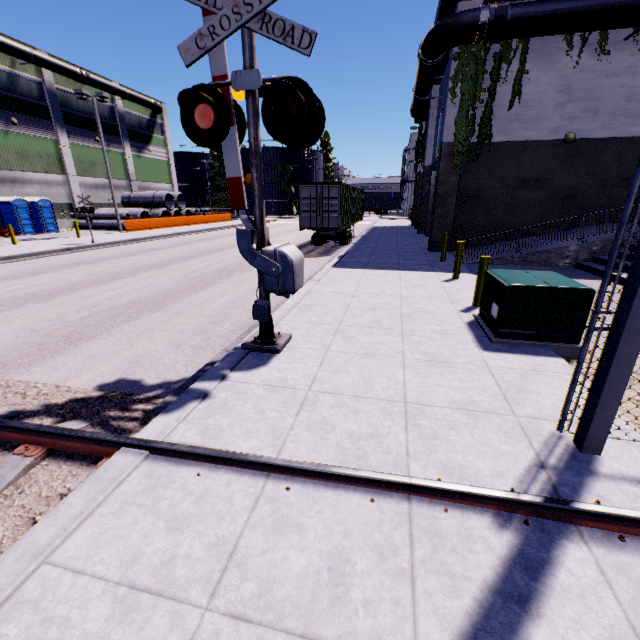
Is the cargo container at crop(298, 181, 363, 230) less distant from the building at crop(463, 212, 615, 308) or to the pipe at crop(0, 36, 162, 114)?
the building at crop(463, 212, 615, 308)

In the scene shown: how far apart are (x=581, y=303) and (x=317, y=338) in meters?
4.4

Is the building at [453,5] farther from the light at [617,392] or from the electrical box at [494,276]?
the light at [617,392]

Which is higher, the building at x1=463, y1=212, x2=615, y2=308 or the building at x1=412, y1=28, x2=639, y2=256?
the building at x1=412, y1=28, x2=639, y2=256

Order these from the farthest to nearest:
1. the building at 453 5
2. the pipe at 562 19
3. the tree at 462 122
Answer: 1. the tree at 462 122
2. the building at 453 5
3. the pipe at 562 19

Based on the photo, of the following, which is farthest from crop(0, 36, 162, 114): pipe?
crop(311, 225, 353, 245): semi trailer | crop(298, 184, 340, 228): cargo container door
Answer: crop(298, 184, 340, 228): cargo container door

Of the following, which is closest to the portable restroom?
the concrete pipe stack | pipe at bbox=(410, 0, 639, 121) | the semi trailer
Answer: the concrete pipe stack

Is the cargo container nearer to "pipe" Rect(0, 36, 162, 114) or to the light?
the light
